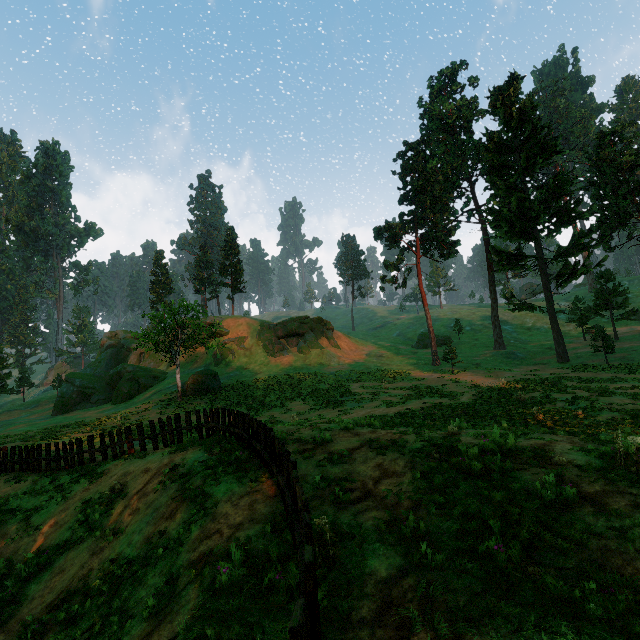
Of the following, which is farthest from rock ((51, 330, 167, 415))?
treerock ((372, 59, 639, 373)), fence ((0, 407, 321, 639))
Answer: fence ((0, 407, 321, 639))

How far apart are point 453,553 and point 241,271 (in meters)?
55.98

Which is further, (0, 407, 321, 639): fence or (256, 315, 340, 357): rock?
(256, 315, 340, 357): rock

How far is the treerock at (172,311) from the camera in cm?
3120

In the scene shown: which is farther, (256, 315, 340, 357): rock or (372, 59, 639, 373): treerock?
(256, 315, 340, 357): rock

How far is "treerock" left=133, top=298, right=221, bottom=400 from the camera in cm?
3120

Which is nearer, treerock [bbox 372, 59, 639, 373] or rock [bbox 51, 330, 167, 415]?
treerock [bbox 372, 59, 639, 373]

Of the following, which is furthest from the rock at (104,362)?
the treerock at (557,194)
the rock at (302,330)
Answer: the treerock at (557,194)
